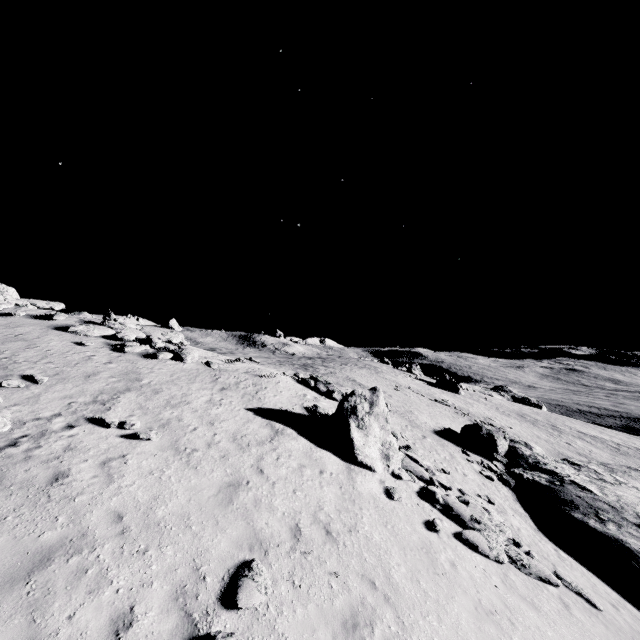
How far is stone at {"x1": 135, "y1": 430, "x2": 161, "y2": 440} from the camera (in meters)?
10.05

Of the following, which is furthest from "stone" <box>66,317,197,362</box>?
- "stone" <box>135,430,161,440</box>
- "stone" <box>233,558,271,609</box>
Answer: "stone" <box>233,558,271,609</box>

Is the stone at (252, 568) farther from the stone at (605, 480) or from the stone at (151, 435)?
the stone at (605, 480)

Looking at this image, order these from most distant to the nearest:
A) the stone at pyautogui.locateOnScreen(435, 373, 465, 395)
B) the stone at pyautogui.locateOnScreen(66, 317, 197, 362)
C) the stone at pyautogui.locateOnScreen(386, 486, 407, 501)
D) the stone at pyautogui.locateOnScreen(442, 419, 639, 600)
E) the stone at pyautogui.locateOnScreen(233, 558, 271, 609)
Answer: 1. the stone at pyautogui.locateOnScreen(435, 373, 465, 395)
2. the stone at pyautogui.locateOnScreen(66, 317, 197, 362)
3. the stone at pyautogui.locateOnScreen(442, 419, 639, 600)
4. the stone at pyautogui.locateOnScreen(386, 486, 407, 501)
5. the stone at pyautogui.locateOnScreen(233, 558, 271, 609)

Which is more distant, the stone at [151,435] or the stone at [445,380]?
the stone at [445,380]

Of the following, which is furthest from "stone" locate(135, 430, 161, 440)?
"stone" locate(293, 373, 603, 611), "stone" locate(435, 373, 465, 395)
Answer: "stone" locate(435, 373, 465, 395)

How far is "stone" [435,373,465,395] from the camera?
54.3m

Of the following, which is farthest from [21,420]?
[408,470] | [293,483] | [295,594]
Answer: [408,470]
